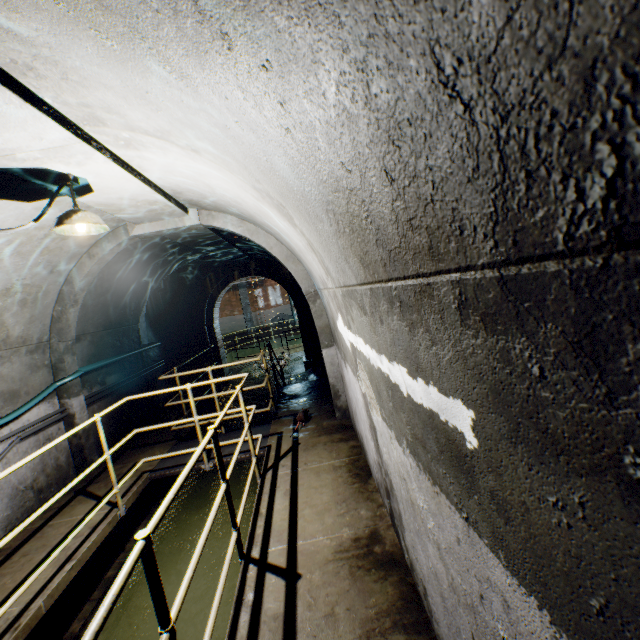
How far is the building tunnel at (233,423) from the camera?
8.6m

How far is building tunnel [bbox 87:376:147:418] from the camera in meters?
5.9

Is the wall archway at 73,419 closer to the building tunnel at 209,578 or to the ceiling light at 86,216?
the building tunnel at 209,578

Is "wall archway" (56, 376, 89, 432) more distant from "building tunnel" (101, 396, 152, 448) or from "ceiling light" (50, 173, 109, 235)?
"ceiling light" (50, 173, 109, 235)

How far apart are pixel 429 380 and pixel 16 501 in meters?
5.8

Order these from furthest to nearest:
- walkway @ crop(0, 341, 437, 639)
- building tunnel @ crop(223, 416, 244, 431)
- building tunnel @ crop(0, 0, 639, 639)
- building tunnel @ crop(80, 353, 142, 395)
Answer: building tunnel @ crop(223, 416, 244, 431) < building tunnel @ crop(80, 353, 142, 395) < walkway @ crop(0, 341, 437, 639) < building tunnel @ crop(0, 0, 639, 639)

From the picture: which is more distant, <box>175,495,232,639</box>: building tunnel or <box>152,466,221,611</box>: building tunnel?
<box>152,466,221,611</box>: building tunnel
